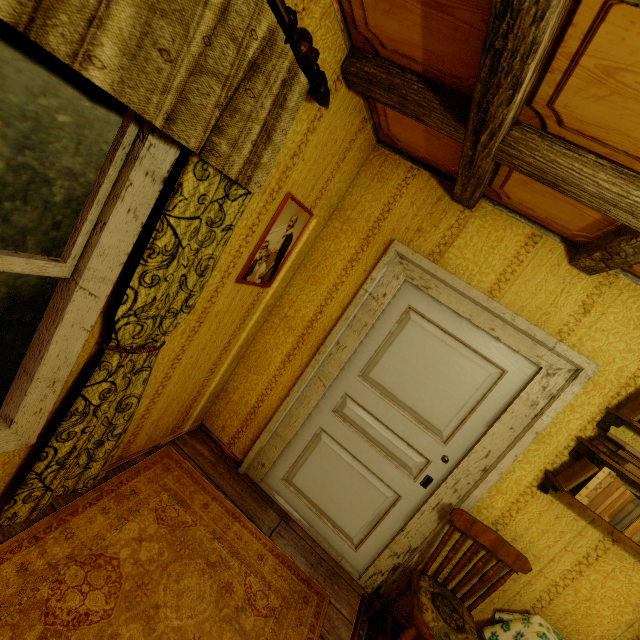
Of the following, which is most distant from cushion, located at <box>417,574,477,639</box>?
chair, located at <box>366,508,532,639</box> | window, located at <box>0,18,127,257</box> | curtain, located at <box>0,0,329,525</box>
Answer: window, located at <box>0,18,127,257</box>

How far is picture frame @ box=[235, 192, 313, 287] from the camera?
2.0m

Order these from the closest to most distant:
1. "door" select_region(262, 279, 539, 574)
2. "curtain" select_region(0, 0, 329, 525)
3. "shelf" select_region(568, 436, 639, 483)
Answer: "curtain" select_region(0, 0, 329, 525), "shelf" select_region(568, 436, 639, 483), "door" select_region(262, 279, 539, 574)

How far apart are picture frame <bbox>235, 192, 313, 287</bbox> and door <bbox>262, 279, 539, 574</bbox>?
0.8 meters

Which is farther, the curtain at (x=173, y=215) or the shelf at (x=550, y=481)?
the shelf at (x=550, y=481)

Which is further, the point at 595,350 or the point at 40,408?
the point at 595,350

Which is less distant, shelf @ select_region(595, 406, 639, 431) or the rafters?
the rafters

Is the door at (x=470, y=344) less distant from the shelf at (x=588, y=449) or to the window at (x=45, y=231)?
the shelf at (x=588, y=449)
